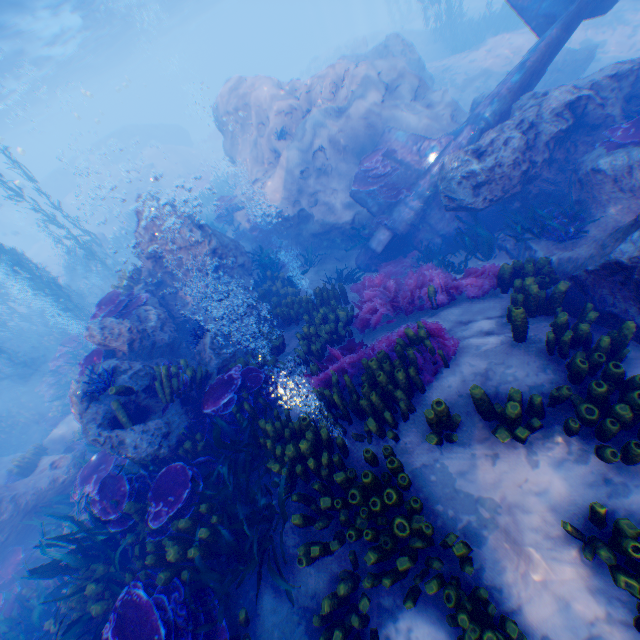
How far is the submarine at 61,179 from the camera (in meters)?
39.06

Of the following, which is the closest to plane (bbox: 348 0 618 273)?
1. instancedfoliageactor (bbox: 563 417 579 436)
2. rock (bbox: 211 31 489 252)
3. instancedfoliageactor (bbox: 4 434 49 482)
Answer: rock (bbox: 211 31 489 252)

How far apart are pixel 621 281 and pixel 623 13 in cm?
2053

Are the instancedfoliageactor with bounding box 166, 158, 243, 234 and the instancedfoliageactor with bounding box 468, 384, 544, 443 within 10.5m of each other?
no

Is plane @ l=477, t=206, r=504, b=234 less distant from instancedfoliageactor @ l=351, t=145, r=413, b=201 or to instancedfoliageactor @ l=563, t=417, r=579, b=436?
instancedfoliageactor @ l=351, t=145, r=413, b=201

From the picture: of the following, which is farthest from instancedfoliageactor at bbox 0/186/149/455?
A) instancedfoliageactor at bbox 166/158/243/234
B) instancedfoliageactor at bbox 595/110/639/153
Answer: instancedfoliageactor at bbox 166/158/243/234

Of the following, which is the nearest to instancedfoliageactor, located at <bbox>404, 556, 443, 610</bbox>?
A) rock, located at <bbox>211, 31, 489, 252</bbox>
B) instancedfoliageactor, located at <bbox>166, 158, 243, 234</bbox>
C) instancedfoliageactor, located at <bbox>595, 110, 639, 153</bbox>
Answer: rock, located at <bbox>211, 31, 489, 252</bbox>

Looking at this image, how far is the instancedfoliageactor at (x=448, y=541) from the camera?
3.2m
